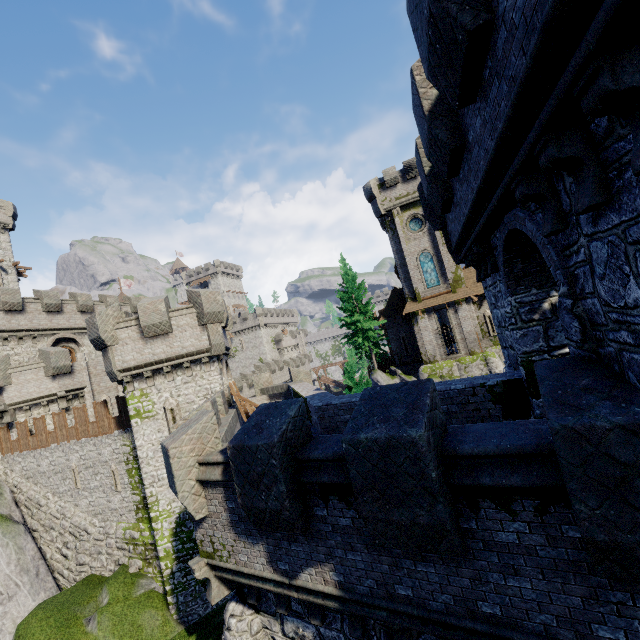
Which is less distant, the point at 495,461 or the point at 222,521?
the point at 495,461

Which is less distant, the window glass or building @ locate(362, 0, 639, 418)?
building @ locate(362, 0, 639, 418)

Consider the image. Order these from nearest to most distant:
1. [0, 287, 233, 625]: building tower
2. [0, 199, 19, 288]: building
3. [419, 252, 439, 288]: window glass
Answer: [0, 287, 233, 625]: building tower < [419, 252, 439, 288]: window glass < [0, 199, 19, 288]: building

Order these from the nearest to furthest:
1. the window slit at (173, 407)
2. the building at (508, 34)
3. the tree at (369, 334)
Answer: the building at (508, 34)
the window slit at (173, 407)
the tree at (369, 334)

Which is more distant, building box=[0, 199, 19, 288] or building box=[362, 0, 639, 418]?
building box=[0, 199, 19, 288]

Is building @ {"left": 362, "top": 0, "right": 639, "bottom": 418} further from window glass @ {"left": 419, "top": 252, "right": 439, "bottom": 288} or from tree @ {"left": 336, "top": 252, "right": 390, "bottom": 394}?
window glass @ {"left": 419, "top": 252, "right": 439, "bottom": 288}

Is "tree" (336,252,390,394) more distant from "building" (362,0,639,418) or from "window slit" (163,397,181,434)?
"building" (362,0,639,418)

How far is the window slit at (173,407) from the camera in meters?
17.2 m
